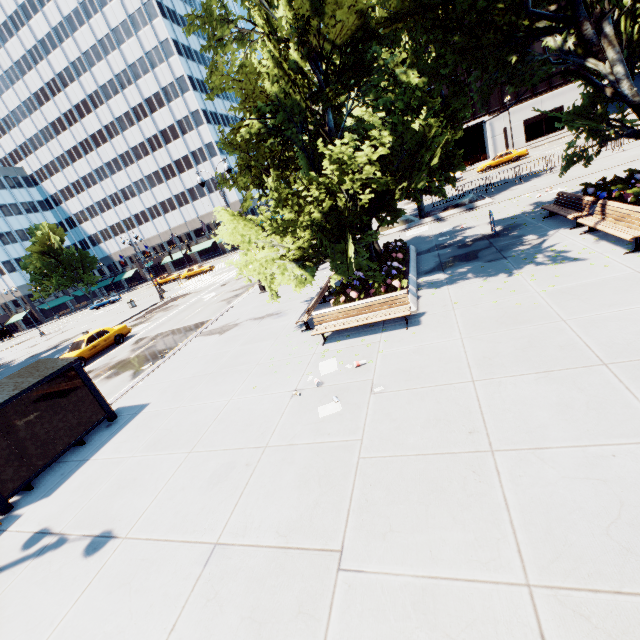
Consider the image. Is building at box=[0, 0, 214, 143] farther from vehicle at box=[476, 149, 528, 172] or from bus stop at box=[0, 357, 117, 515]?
bus stop at box=[0, 357, 117, 515]

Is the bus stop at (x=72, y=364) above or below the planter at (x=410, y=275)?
above

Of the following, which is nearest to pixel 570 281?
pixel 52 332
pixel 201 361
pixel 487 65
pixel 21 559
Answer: pixel 487 65

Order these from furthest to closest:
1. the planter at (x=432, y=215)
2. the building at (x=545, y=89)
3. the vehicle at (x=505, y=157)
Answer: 1. the building at (x=545, y=89)
2. the vehicle at (x=505, y=157)
3. the planter at (x=432, y=215)

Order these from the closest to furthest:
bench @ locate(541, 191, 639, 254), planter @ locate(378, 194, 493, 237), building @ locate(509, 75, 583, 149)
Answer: bench @ locate(541, 191, 639, 254) → planter @ locate(378, 194, 493, 237) → building @ locate(509, 75, 583, 149)

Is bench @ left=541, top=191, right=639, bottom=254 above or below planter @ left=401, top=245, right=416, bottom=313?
above

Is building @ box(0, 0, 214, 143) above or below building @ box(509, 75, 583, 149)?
above

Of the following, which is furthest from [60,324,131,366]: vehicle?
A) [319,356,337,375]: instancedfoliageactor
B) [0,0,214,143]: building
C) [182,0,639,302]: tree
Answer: [0,0,214,143]: building
